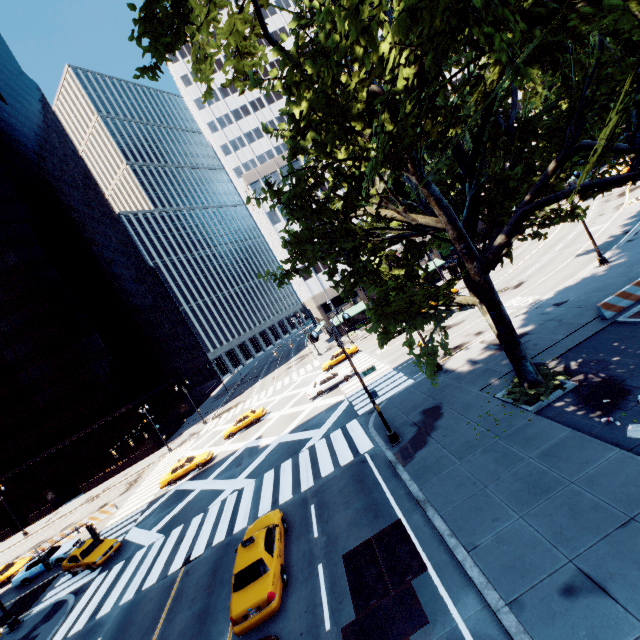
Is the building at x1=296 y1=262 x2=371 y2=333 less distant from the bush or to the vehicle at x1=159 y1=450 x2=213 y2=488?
the vehicle at x1=159 y1=450 x2=213 y2=488

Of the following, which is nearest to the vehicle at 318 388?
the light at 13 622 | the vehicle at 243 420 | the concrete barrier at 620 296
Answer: the vehicle at 243 420

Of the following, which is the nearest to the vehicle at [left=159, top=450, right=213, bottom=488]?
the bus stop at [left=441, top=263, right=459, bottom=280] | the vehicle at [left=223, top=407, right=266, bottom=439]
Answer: the vehicle at [left=223, top=407, right=266, bottom=439]

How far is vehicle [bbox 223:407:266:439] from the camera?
34.4m

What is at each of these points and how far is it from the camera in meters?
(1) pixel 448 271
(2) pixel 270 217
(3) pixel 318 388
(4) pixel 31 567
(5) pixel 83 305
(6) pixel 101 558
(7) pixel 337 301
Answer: (1) bus stop, 51.1
(2) building, 55.7
(3) vehicle, 31.2
(4) vehicle, 26.1
(5) building, 51.6
(6) vehicle, 21.6
(7) building, 57.6

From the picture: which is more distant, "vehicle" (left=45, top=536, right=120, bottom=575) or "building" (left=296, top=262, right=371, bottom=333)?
"building" (left=296, top=262, right=371, bottom=333)

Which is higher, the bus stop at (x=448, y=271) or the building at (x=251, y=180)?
the building at (x=251, y=180)

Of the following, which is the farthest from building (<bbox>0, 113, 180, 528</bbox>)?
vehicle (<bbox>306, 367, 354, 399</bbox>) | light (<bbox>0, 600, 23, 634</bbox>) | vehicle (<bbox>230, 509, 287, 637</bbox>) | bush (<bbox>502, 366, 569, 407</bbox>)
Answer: bush (<bbox>502, 366, 569, 407</bbox>)
